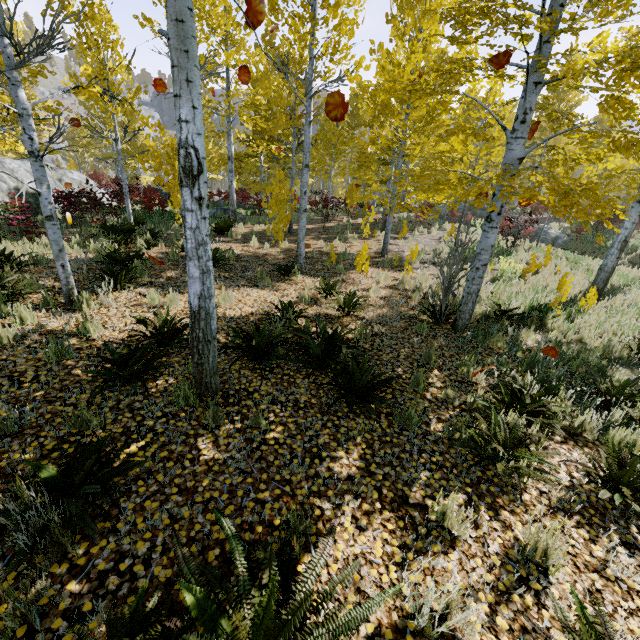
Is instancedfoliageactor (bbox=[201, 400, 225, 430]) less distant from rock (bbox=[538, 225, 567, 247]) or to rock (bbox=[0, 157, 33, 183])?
rock (bbox=[0, 157, 33, 183])

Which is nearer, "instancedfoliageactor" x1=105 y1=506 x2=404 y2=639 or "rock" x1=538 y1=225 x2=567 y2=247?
"instancedfoliageactor" x1=105 y1=506 x2=404 y2=639

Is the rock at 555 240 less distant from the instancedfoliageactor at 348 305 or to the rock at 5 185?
the instancedfoliageactor at 348 305

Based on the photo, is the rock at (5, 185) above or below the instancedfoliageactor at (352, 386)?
above

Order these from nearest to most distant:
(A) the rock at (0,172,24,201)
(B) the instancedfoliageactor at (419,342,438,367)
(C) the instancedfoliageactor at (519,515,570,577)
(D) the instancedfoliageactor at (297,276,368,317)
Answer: (C) the instancedfoliageactor at (519,515,570,577) → (B) the instancedfoliageactor at (419,342,438,367) → (D) the instancedfoliageactor at (297,276,368,317) → (A) the rock at (0,172,24,201)

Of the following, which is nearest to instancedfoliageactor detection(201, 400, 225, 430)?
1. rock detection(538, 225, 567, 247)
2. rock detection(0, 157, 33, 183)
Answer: rock detection(0, 157, 33, 183)

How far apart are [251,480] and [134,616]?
1.2m
